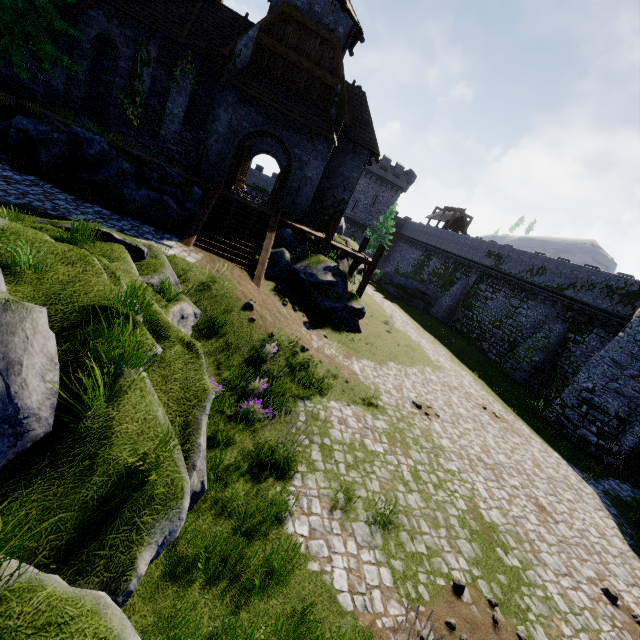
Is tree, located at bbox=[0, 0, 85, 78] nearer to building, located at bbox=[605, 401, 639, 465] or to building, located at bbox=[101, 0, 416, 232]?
building, located at bbox=[101, 0, 416, 232]

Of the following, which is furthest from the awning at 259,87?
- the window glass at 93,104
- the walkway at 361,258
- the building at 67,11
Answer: the window glass at 93,104

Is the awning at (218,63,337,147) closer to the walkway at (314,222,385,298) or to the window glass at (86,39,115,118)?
the walkway at (314,222,385,298)

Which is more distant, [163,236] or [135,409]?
[163,236]

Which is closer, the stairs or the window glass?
the stairs

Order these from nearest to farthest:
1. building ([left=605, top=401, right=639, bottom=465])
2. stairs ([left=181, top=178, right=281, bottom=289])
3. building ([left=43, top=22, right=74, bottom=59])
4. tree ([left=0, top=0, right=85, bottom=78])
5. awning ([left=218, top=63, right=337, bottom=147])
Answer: stairs ([left=181, top=178, right=281, bottom=289]), tree ([left=0, top=0, right=85, bottom=78]), awning ([left=218, top=63, right=337, bottom=147]), building ([left=43, top=22, right=74, bottom=59]), building ([left=605, top=401, right=639, bottom=465])

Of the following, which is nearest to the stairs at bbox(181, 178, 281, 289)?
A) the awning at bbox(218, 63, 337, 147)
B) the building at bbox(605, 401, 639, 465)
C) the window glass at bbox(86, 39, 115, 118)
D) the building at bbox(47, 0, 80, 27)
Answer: the building at bbox(47, 0, 80, 27)

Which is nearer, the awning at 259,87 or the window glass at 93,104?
the awning at 259,87
